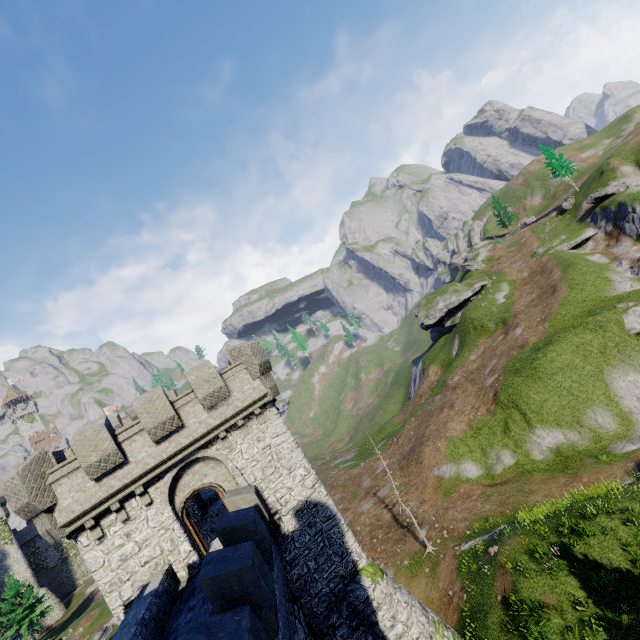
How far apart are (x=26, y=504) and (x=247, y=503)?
8.4 meters

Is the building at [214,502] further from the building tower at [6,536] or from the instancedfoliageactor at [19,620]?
the building tower at [6,536]

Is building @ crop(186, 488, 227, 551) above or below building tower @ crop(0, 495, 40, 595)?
below

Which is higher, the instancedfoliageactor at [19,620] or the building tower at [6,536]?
the building tower at [6,536]

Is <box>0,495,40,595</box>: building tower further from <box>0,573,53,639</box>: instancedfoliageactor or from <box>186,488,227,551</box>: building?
<box>186,488,227,551</box>: building

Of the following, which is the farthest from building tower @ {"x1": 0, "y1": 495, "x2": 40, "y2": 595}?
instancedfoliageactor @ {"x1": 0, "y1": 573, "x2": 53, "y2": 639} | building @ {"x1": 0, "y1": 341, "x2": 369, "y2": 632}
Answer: building @ {"x1": 0, "y1": 341, "x2": 369, "y2": 632}
